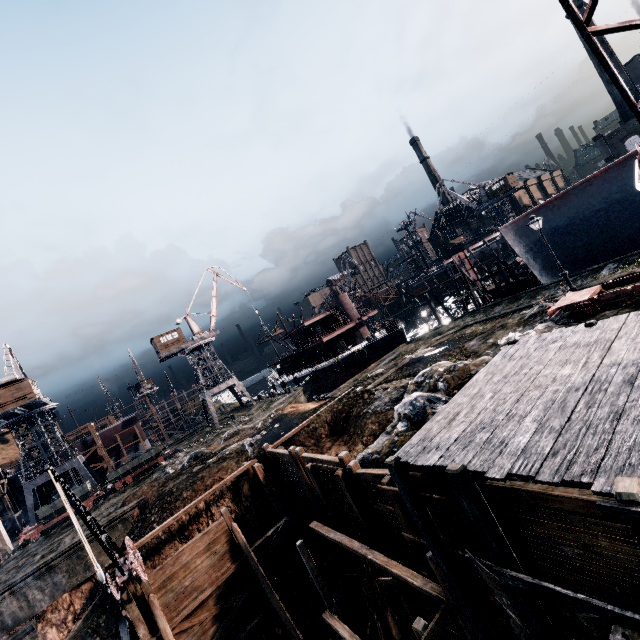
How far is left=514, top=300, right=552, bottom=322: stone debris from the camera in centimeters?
2061cm

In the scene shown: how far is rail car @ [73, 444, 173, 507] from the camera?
36.50m

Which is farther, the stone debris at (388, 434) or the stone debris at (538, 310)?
the stone debris at (538, 310)

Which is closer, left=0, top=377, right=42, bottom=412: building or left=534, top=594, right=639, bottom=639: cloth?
left=534, top=594, right=639, bottom=639: cloth

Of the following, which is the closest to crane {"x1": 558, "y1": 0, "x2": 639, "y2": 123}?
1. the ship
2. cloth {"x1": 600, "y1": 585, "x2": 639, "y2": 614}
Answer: cloth {"x1": 600, "y1": 585, "x2": 639, "y2": 614}

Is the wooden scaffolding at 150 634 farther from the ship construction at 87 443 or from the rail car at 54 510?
the ship construction at 87 443

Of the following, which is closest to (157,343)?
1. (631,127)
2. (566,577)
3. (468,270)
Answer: (468,270)

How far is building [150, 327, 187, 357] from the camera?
51.09m
